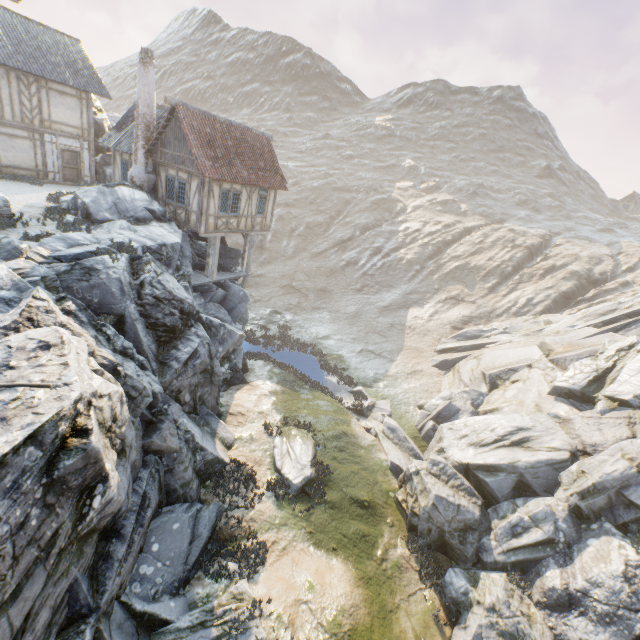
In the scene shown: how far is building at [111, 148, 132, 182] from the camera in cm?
2011

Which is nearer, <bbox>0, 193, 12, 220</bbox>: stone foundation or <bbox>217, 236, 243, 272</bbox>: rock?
<bbox>0, 193, 12, 220</bbox>: stone foundation

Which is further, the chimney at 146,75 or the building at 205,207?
the building at 205,207

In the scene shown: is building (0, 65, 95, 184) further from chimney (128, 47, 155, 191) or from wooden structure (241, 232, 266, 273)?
wooden structure (241, 232, 266, 273)

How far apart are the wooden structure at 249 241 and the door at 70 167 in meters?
12.4 m

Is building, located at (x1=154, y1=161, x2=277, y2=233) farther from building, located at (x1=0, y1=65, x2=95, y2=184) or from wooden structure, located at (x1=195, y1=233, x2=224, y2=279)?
building, located at (x1=0, y1=65, x2=95, y2=184)

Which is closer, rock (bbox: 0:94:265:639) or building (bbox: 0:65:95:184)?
rock (bbox: 0:94:265:639)

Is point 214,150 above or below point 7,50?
below
